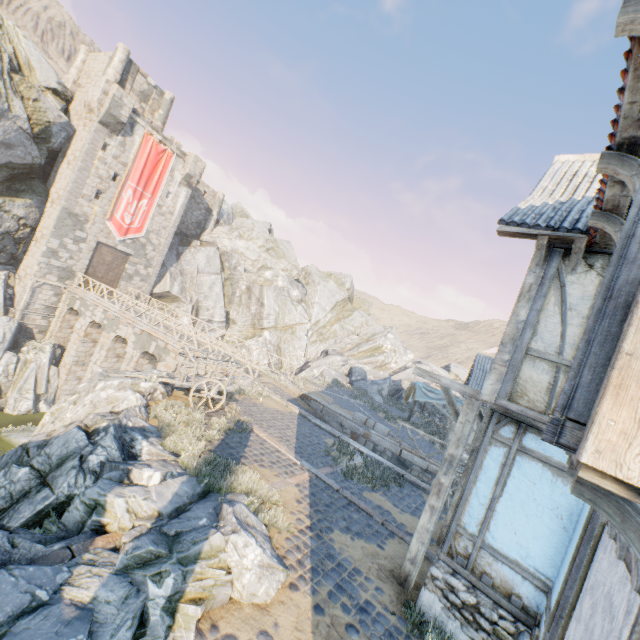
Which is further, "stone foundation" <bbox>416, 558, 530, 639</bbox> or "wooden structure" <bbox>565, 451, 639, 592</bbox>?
"stone foundation" <bbox>416, 558, 530, 639</bbox>

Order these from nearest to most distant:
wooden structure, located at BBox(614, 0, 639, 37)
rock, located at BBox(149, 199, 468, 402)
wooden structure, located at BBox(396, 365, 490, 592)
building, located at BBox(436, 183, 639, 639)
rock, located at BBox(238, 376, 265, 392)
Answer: building, located at BBox(436, 183, 639, 639) → wooden structure, located at BBox(614, 0, 639, 37) → wooden structure, located at BBox(396, 365, 490, 592) → rock, located at BBox(238, 376, 265, 392) → rock, located at BBox(149, 199, 468, 402)

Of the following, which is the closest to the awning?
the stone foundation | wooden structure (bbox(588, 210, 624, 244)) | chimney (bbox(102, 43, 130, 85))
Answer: the stone foundation

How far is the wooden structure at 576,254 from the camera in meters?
5.0 m

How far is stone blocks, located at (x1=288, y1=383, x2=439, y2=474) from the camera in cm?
1568

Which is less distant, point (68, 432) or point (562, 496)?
point (562, 496)

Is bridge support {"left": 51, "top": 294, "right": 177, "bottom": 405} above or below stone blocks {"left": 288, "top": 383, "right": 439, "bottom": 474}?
below

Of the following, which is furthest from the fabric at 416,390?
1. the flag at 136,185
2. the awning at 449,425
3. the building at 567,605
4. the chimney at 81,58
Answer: the chimney at 81,58
